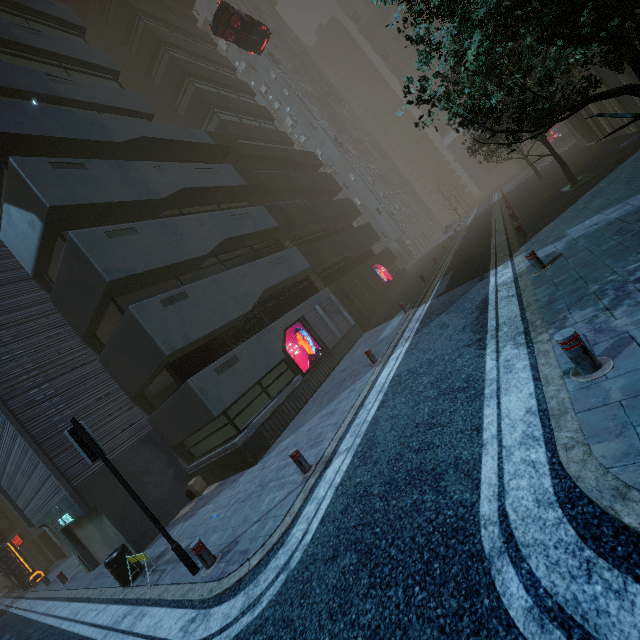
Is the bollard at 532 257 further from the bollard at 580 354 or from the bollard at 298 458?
the bollard at 298 458

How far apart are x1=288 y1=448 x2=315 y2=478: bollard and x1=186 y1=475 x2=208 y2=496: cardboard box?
6.8 meters

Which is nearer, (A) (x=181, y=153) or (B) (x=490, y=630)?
(B) (x=490, y=630)

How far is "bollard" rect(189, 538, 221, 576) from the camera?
6.18m

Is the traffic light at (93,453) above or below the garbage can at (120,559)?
above

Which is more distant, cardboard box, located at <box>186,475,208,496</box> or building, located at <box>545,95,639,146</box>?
building, located at <box>545,95,639,146</box>

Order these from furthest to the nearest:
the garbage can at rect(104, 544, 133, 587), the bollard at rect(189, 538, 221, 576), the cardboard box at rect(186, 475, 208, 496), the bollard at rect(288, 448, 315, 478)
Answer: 1. the cardboard box at rect(186, 475, 208, 496)
2. the garbage can at rect(104, 544, 133, 587)
3. the bollard at rect(288, 448, 315, 478)
4. the bollard at rect(189, 538, 221, 576)

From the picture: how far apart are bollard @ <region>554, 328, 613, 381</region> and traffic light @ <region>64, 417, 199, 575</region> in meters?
7.5 m
